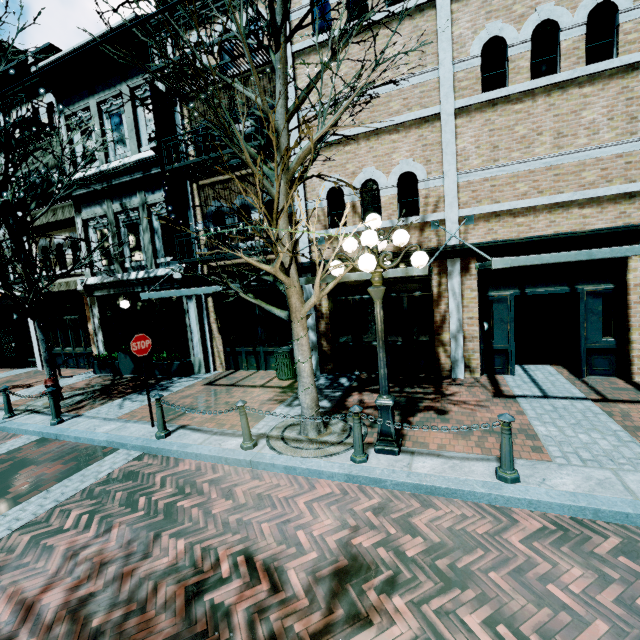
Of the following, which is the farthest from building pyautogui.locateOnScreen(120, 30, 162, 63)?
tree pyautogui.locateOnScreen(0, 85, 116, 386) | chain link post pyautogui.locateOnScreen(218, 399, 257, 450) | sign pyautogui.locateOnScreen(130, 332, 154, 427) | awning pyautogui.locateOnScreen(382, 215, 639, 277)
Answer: chain link post pyautogui.locateOnScreen(218, 399, 257, 450)

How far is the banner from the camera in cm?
963

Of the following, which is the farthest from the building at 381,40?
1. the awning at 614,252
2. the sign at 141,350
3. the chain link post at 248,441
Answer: the chain link post at 248,441

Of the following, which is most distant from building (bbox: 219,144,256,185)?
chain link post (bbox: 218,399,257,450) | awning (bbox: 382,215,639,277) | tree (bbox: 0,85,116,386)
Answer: chain link post (bbox: 218,399,257,450)

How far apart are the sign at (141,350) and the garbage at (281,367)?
3.5 meters

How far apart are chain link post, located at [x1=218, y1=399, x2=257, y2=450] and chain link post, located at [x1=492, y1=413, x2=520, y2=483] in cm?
374

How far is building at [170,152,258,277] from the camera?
9.2 meters

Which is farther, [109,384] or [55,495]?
[109,384]
